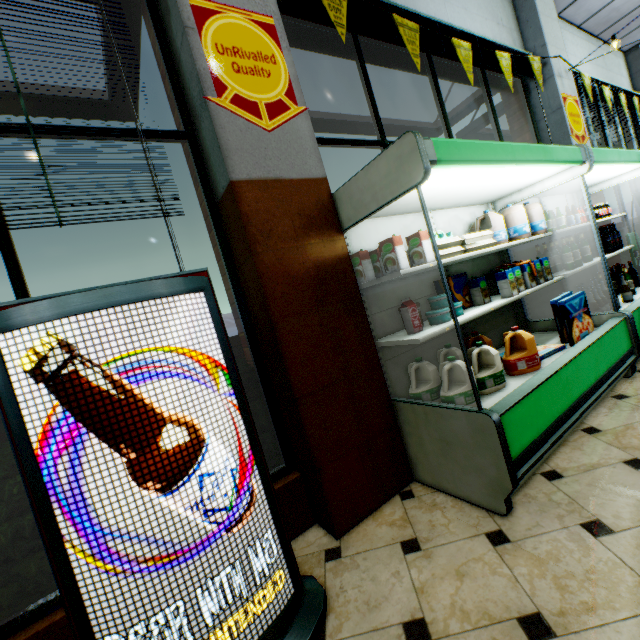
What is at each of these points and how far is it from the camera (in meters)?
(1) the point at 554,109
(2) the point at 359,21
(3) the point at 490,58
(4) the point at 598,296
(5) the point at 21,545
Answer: (1) building, 4.55
(2) curtain, 2.75
(3) curtain, 3.84
(4) wine bottle, 3.17
(5) hedge, 1.58

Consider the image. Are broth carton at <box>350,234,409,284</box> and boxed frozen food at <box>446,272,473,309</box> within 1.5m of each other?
yes

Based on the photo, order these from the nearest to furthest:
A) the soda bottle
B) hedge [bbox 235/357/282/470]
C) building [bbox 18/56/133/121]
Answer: hedge [bbox 235/357/282/470] → building [bbox 18/56/133/121] → the soda bottle

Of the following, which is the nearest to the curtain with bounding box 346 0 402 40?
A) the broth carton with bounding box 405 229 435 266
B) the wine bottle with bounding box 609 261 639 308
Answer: the broth carton with bounding box 405 229 435 266

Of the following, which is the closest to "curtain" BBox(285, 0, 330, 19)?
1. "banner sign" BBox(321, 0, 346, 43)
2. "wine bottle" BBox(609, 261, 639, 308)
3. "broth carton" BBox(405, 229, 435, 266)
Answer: "banner sign" BBox(321, 0, 346, 43)

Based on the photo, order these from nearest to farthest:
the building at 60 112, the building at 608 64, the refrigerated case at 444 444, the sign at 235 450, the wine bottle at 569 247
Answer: the sign at 235 450
the refrigerated case at 444 444
the building at 60 112
the wine bottle at 569 247
the building at 608 64

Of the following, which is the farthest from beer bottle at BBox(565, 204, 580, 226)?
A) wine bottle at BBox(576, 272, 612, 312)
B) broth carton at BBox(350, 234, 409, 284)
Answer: broth carton at BBox(350, 234, 409, 284)

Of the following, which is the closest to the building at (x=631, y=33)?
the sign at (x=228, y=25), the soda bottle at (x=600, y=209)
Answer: the sign at (x=228, y=25)
